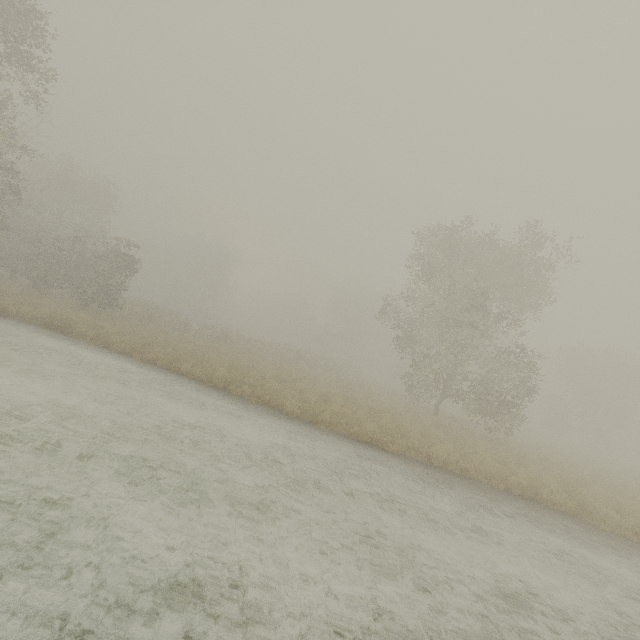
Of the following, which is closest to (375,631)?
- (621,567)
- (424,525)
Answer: (424,525)
